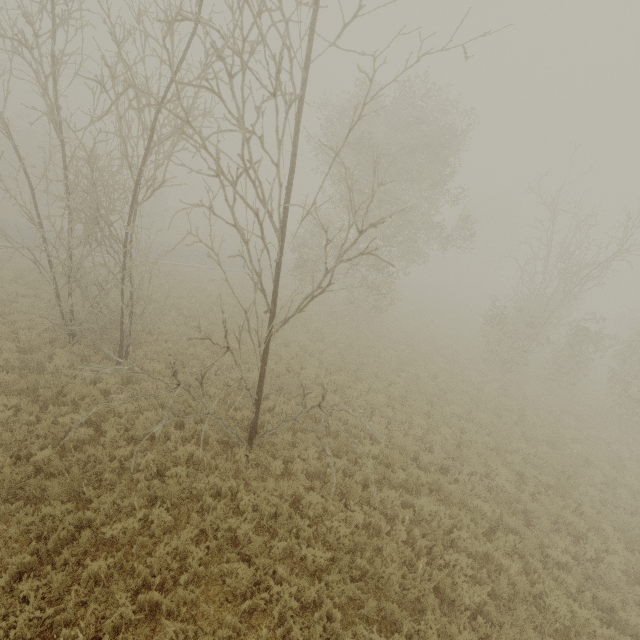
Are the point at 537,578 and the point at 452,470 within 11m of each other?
yes
